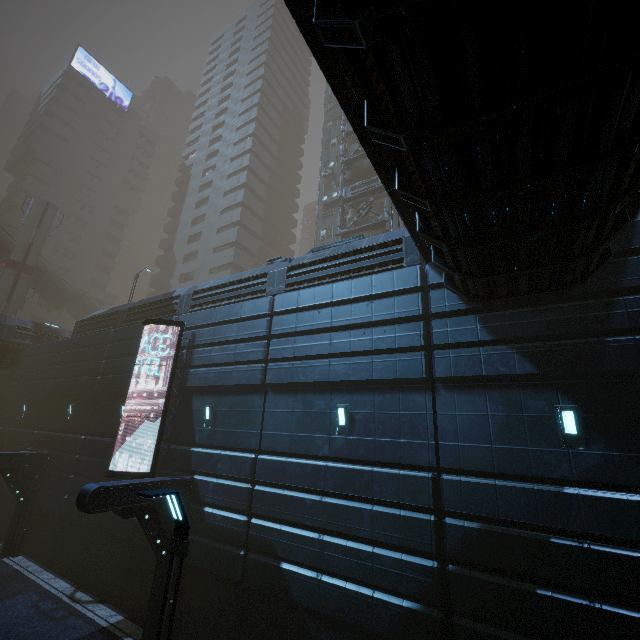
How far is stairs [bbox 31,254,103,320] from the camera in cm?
3766

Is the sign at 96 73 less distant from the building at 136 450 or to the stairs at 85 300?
the building at 136 450

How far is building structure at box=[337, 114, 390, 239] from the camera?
26.2 meters

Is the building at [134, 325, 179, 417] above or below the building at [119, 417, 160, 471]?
above

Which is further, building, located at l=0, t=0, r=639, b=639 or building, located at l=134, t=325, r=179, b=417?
building, located at l=134, t=325, r=179, b=417

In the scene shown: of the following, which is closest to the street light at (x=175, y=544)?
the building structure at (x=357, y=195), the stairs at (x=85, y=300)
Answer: the building structure at (x=357, y=195)

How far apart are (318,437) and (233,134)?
51.2 meters

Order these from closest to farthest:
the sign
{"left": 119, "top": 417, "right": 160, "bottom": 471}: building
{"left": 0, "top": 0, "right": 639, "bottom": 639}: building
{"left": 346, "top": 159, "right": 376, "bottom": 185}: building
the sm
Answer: {"left": 0, "top": 0, "right": 639, "bottom": 639}: building < {"left": 119, "top": 417, "right": 160, "bottom": 471}: building < {"left": 346, "top": 159, "right": 376, "bottom": 185}: building < the sm < the sign
